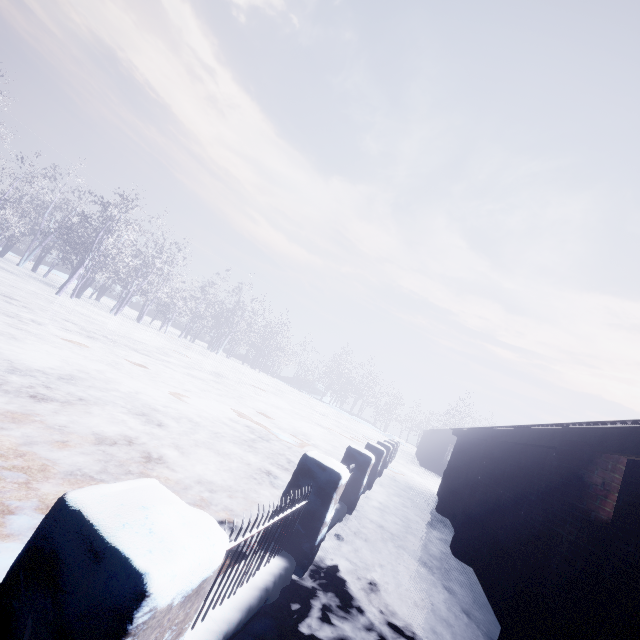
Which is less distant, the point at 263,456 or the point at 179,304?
the point at 263,456
